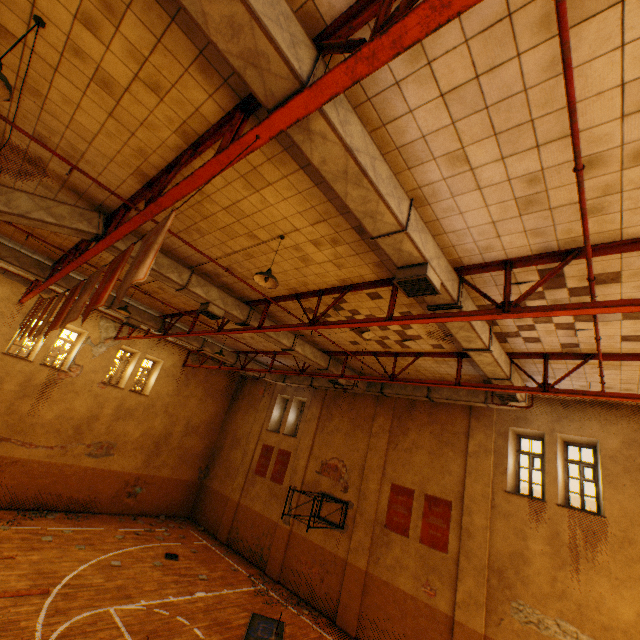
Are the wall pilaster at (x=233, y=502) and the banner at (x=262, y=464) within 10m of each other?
yes

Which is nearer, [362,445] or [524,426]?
[524,426]

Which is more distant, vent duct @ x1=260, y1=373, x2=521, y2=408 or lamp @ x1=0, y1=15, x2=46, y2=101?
vent duct @ x1=260, y1=373, x2=521, y2=408

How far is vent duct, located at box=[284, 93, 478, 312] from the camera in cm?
323

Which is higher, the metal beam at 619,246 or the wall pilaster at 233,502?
the metal beam at 619,246

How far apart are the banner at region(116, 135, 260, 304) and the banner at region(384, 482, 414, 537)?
12.13m

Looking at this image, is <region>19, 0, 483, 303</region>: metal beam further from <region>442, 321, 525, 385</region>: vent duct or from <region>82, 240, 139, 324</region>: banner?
<region>82, 240, 139, 324</region>: banner

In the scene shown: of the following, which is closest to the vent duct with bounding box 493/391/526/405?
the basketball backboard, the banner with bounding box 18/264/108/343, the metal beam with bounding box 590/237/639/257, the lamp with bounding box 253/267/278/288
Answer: the metal beam with bounding box 590/237/639/257
